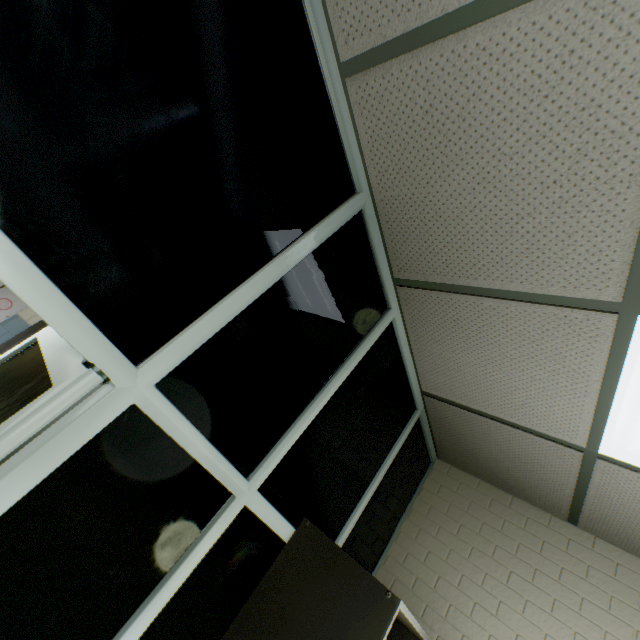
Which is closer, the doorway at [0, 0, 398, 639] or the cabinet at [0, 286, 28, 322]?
the doorway at [0, 0, 398, 639]

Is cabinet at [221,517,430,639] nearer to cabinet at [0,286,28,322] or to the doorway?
the doorway

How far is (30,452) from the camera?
0.80m

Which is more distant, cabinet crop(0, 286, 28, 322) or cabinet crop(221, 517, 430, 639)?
cabinet crop(0, 286, 28, 322)

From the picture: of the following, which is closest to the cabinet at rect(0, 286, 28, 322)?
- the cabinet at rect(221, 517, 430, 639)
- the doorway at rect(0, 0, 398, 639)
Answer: the doorway at rect(0, 0, 398, 639)

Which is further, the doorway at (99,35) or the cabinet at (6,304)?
the cabinet at (6,304)

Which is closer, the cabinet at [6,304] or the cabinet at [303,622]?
the cabinet at [303,622]
